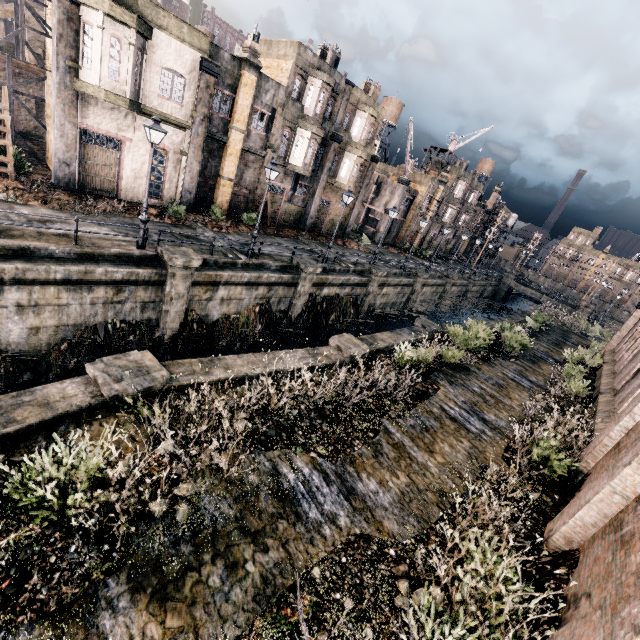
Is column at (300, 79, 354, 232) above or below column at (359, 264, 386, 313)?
above

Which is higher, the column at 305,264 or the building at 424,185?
the building at 424,185

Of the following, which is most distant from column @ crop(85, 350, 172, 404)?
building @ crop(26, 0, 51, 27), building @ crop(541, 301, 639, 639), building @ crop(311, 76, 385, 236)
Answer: building @ crop(26, 0, 51, 27)

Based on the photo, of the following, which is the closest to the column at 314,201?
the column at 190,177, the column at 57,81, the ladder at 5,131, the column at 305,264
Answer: the column at 305,264

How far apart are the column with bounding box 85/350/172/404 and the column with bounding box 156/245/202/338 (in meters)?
6.82

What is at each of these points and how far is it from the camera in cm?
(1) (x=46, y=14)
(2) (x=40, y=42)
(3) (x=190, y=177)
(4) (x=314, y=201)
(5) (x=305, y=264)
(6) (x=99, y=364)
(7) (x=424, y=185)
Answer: (1) building, 1906
(2) building, 4062
(3) column, 2284
(4) column, 3269
(5) column, 2181
(6) column, 834
(7) building, 4712

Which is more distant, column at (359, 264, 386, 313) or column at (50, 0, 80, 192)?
column at (359, 264, 386, 313)

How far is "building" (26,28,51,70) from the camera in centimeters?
1923cm
